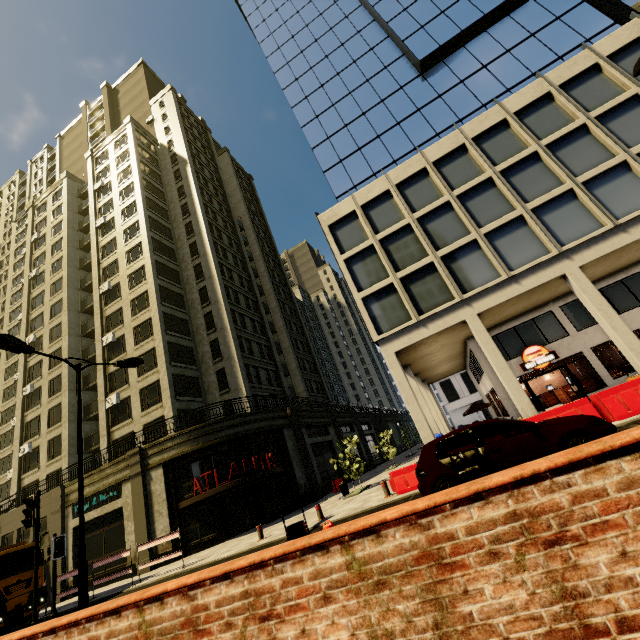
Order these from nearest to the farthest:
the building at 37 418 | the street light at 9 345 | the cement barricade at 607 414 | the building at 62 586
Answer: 1. the street light at 9 345
2. the cement barricade at 607 414
3. the building at 62 586
4. the building at 37 418

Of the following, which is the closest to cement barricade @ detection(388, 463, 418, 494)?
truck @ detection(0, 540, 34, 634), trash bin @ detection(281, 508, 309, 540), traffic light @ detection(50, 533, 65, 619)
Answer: trash bin @ detection(281, 508, 309, 540)

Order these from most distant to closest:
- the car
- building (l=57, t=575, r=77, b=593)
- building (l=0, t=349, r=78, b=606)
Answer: building (l=0, t=349, r=78, b=606), building (l=57, t=575, r=77, b=593), the car

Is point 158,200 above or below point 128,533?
above

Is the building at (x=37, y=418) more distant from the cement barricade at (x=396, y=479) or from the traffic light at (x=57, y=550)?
the traffic light at (x=57, y=550)

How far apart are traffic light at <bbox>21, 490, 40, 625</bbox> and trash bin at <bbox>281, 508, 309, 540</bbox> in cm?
784

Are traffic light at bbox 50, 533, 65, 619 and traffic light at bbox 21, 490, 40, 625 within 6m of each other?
yes

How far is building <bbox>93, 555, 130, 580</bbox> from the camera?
19.6m
